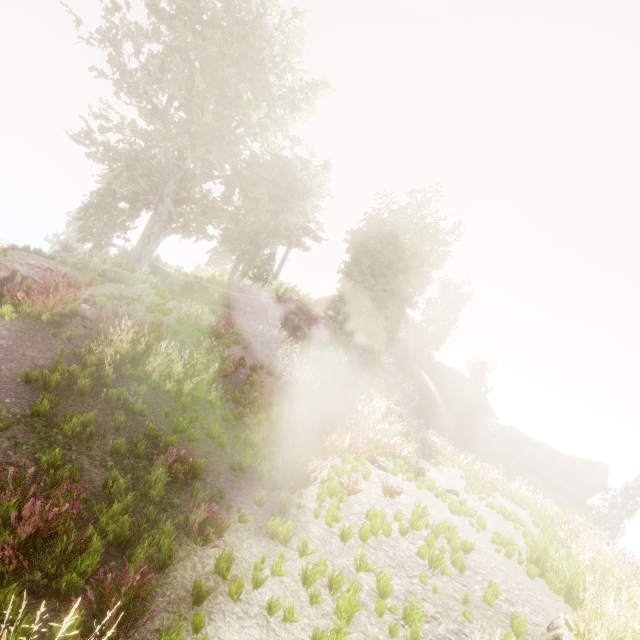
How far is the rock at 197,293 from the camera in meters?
21.1 m

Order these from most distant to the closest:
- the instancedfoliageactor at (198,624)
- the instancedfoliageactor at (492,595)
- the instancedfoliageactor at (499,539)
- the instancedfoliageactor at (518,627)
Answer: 1. the instancedfoliageactor at (499,539)
2. the instancedfoliageactor at (492,595)
3. the instancedfoliageactor at (518,627)
4. the instancedfoliageactor at (198,624)

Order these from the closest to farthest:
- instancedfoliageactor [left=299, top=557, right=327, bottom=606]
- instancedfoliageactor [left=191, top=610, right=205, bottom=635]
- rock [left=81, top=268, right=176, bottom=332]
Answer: instancedfoliageactor [left=191, top=610, right=205, bottom=635], instancedfoliageactor [left=299, top=557, right=327, bottom=606], rock [left=81, top=268, right=176, bottom=332]

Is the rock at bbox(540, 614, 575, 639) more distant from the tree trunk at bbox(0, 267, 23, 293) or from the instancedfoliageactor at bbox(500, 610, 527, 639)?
the tree trunk at bbox(0, 267, 23, 293)

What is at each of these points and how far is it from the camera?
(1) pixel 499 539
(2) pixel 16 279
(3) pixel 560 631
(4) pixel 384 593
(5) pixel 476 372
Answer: (1) instancedfoliageactor, 9.3m
(2) tree trunk, 9.0m
(3) rock, 5.3m
(4) instancedfoliageactor, 5.4m
(5) instancedfoliageactor, 33.6m

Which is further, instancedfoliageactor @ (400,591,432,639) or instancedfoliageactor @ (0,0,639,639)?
instancedfoliageactor @ (400,591,432,639)

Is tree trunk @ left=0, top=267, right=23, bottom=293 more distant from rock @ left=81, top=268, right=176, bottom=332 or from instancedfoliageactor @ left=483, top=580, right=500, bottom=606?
instancedfoliageactor @ left=483, top=580, right=500, bottom=606

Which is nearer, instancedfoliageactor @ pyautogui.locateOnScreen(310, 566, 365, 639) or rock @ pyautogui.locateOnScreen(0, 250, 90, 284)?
instancedfoliageactor @ pyautogui.locateOnScreen(310, 566, 365, 639)
